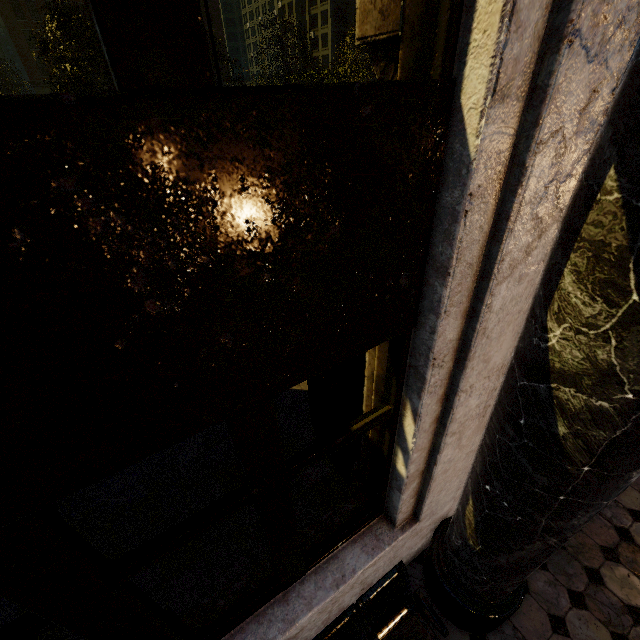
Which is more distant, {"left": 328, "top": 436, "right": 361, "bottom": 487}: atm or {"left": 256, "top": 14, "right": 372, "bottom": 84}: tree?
{"left": 256, "top": 14, "right": 372, "bottom": 84}: tree

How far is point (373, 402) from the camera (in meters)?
2.26

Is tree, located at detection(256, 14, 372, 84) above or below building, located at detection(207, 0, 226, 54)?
below

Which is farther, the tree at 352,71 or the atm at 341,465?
the tree at 352,71

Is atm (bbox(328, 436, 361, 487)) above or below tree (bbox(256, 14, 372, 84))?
below

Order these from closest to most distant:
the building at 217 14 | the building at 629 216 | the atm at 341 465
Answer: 1. the building at 629 216
2. the atm at 341 465
3. the building at 217 14

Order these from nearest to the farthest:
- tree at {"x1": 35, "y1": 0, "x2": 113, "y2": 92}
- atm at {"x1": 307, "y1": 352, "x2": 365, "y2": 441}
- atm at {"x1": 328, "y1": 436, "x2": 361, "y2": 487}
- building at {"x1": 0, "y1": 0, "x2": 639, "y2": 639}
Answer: building at {"x1": 0, "y1": 0, "x2": 639, "y2": 639} → atm at {"x1": 307, "y1": 352, "x2": 365, "y2": 441} → atm at {"x1": 328, "y1": 436, "x2": 361, "y2": 487} → tree at {"x1": 35, "y1": 0, "x2": 113, "y2": 92}

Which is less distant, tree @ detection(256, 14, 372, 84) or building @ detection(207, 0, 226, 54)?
tree @ detection(256, 14, 372, 84)
